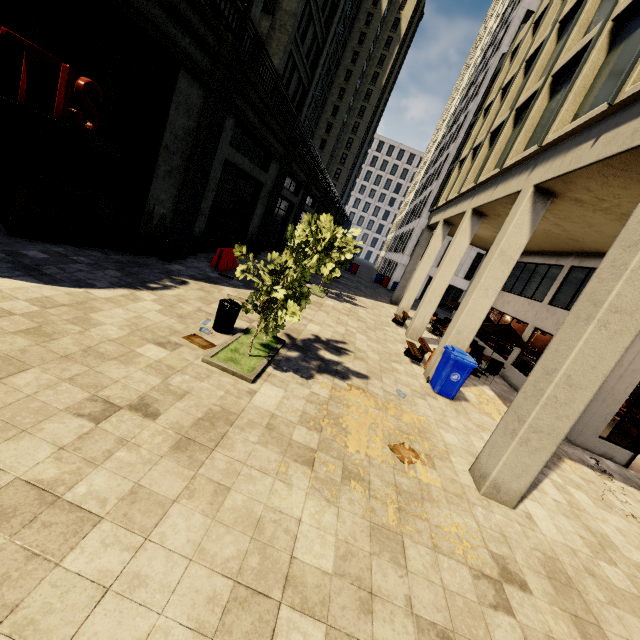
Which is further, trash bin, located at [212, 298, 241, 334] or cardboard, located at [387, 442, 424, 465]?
trash bin, located at [212, 298, 241, 334]

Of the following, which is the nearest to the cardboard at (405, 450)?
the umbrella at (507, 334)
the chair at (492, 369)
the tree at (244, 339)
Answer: the tree at (244, 339)

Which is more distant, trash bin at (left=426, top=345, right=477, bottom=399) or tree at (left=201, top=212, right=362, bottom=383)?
trash bin at (left=426, top=345, right=477, bottom=399)

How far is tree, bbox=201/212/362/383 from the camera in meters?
5.6

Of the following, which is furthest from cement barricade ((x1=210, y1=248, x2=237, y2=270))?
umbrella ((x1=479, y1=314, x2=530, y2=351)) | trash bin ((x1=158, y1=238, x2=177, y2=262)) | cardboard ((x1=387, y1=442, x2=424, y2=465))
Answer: umbrella ((x1=479, y1=314, x2=530, y2=351))

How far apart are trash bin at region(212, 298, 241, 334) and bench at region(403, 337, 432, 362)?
6.5 meters

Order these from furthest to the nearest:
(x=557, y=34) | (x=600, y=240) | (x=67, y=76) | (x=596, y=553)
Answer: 1. (x=557, y=34)
2. (x=600, y=240)
3. (x=67, y=76)
4. (x=596, y=553)

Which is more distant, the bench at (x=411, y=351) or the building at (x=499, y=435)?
the bench at (x=411, y=351)
